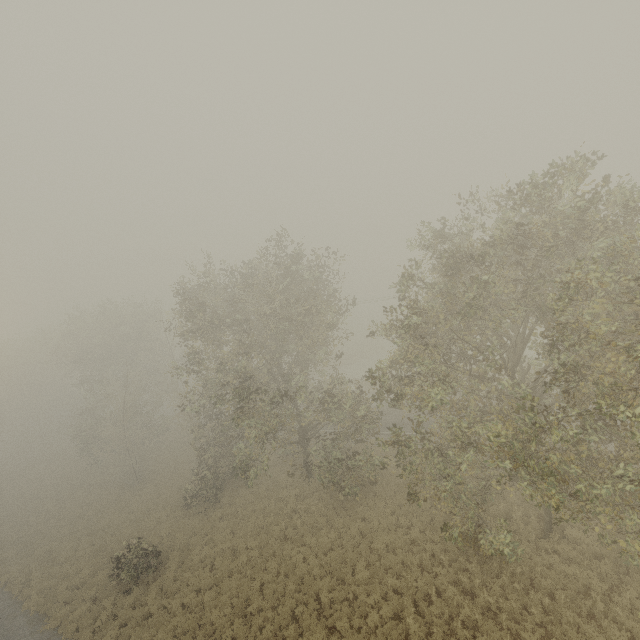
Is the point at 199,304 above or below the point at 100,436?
above
